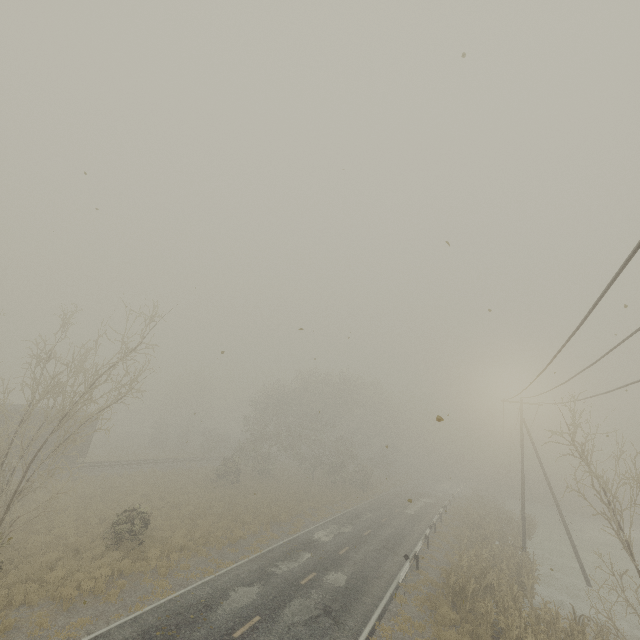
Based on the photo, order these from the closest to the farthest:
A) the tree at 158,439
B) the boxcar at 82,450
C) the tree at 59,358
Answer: the tree at 59,358
the boxcar at 82,450
the tree at 158,439

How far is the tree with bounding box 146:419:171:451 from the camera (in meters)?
49.38

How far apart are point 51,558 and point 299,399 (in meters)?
29.92

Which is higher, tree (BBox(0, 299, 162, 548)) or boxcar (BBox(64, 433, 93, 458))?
tree (BBox(0, 299, 162, 548))

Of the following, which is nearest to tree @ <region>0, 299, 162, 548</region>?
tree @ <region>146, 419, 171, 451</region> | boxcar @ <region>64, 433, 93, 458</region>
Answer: tree @ <region>146, 419, 171, 451</region>

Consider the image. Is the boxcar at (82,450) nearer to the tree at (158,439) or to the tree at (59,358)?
the tree at (158,439)

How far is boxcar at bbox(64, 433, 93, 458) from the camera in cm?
2812
